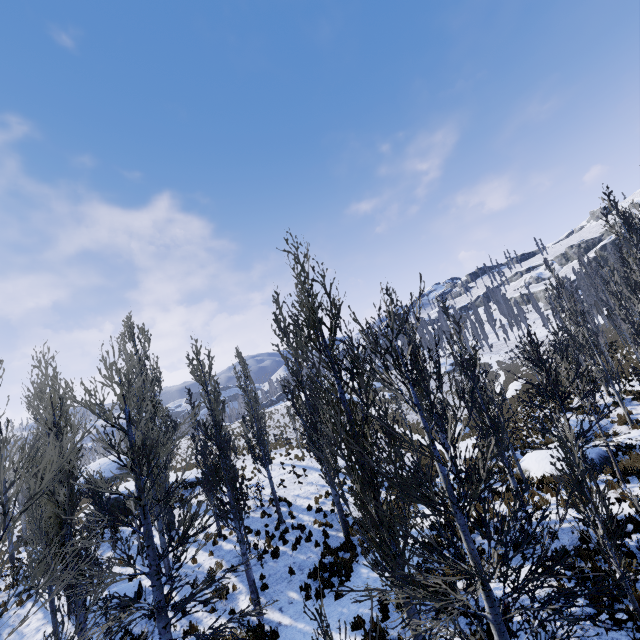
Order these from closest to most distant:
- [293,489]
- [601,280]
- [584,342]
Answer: [584,342]
[293,489]
[601,280]

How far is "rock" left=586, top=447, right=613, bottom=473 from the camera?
14.58m

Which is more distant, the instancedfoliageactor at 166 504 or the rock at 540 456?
the rock at 540 456

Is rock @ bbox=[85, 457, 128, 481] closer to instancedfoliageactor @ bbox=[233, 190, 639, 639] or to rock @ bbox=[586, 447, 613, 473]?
instancedfoliageactor @ bbox=[233, 190, 639, 639]

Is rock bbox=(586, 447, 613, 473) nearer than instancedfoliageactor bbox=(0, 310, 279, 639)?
No

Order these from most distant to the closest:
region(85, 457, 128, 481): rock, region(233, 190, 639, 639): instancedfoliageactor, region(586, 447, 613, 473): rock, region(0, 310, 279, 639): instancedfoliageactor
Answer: region(85, 457, 128, 481): rock < region(586, 447, 613, 473): rock < region(233, 190, 639, 639): instancedfoliageactor < region(0, 310, 279, 639): instancedfoliageactor

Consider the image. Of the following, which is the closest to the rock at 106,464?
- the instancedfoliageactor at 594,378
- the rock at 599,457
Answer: the instancedfoliageactor at 594,378
